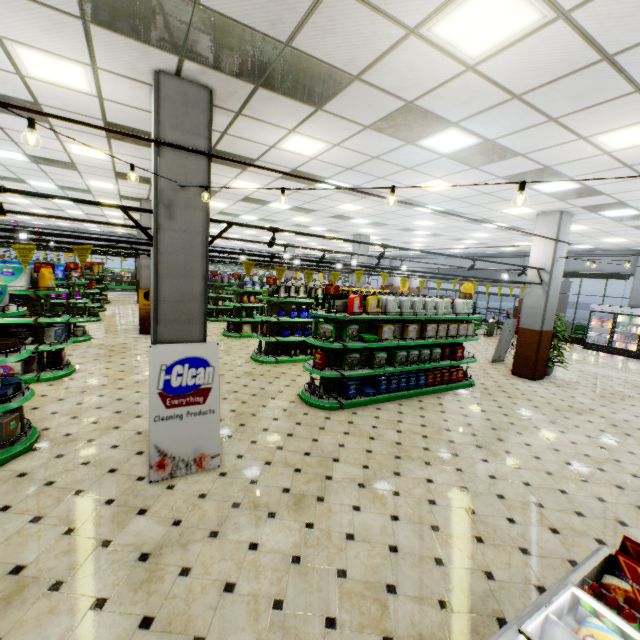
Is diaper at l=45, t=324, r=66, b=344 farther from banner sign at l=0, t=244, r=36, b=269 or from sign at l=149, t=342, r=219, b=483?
sign at l=149, t=342, r=219, b=483

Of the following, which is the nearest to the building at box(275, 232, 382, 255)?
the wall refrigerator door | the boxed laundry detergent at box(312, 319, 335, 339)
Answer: the wall refrigerator door

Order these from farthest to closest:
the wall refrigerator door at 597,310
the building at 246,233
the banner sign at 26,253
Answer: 1. the building at 246,233
2. the wall refrigerator door at 597,310
3. the banner sign at 26,253

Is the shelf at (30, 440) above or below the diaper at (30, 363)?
below

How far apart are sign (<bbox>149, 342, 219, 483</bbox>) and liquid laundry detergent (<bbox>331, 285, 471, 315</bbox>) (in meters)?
4.24

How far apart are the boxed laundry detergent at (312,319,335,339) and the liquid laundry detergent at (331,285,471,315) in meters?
1.7 m

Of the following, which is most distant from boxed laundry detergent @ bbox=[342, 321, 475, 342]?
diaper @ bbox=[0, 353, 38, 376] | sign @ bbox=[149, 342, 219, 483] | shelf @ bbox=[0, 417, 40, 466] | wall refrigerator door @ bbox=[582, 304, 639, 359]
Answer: wall refrigerator door @ bbox=[582, 304, 639, 359]

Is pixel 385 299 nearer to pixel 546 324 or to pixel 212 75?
pixel 212 75
